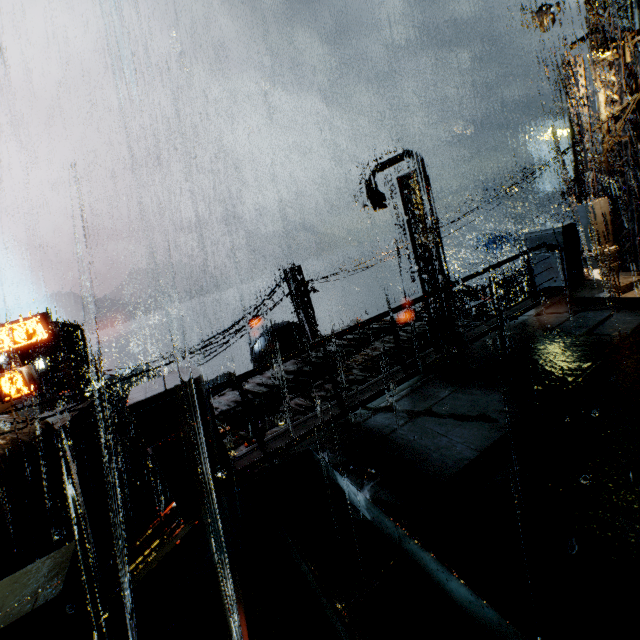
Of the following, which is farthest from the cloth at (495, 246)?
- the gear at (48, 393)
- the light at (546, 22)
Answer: the gear at (48, 393)

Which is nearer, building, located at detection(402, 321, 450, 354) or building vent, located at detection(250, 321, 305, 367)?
building, located at detection(402, 321, 450, 354)

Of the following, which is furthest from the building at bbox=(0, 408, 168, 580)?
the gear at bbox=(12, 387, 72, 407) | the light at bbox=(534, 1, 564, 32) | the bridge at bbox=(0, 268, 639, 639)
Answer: the gear at bbox=(12, 387, 72, 407)

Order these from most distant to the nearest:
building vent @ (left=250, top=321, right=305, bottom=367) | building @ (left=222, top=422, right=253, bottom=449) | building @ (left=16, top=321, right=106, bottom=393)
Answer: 1. building @ (left=16, top=321, right=106, bottom=393)
2. building vent @ (left=250, top=321, right=305, bottom=367)
3. building @ (left=222, top=422, right=253, bottom=449)

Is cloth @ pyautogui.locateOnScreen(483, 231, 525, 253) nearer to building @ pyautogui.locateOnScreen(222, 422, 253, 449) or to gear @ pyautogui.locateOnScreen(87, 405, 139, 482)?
building @ pyautogui.locateOnScreen(222, 422, 253, 449)

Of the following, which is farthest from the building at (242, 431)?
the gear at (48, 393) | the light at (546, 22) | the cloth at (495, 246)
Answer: the cloth at (495, 246)

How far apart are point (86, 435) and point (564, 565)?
34.24m

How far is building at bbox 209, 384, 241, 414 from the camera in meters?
9.3 m
